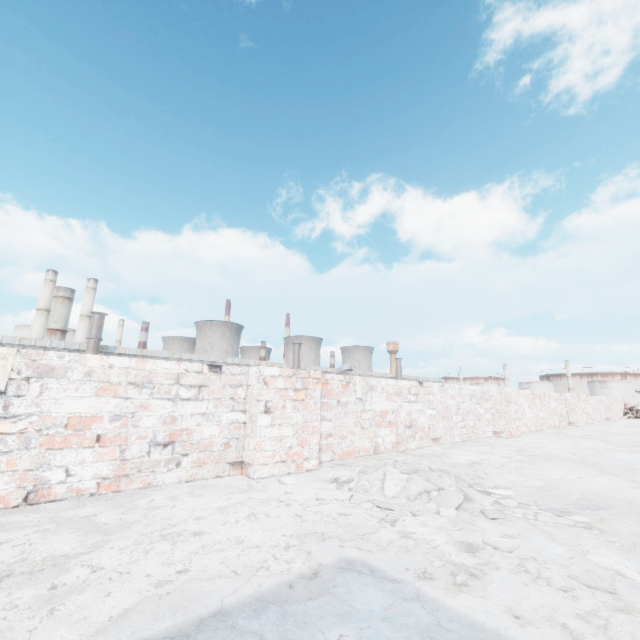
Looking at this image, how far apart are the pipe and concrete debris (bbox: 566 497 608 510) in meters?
18.8 m

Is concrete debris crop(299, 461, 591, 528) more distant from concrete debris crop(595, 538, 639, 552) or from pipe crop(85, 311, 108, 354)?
pipe crop(85, 311, 108, 354)

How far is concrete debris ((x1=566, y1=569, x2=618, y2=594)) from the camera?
1.02m

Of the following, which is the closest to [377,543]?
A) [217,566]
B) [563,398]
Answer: [217,566]

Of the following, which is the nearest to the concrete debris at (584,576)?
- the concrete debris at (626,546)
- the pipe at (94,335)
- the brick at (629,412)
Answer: the concrete debris at (626,546)

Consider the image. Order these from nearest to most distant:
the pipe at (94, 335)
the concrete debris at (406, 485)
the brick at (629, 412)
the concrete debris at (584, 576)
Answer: the concrete debris at (584, 576) < the concrete debris at (406, 485) < the brick at (629, 412) < the pipe at (94, 335)
